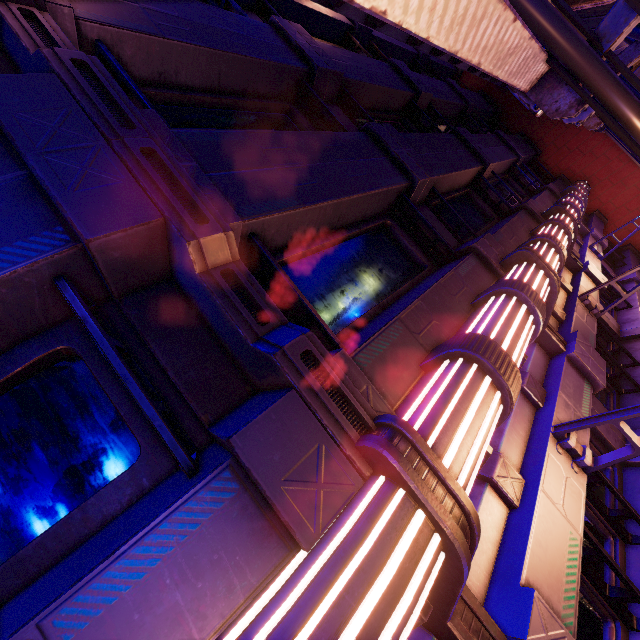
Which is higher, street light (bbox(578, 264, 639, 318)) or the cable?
the cable

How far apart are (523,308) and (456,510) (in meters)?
3.07

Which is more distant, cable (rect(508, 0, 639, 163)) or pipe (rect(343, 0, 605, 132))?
cable (rect(508, 0, 639, 163))

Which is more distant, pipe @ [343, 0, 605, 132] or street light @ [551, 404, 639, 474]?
street light @ [551, 404, 639, 474]

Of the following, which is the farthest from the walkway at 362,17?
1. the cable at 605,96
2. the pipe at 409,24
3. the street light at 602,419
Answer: the street light at 602,419

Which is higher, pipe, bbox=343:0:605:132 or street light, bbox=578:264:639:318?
pipe, bbox=343:0:605:132

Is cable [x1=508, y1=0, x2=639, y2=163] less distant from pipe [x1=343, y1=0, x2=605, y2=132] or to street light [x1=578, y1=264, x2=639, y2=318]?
pipe [x1=343, y1=0, x2=605, y2=132]

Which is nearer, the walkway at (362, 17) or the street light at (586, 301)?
the walkway at (362, 17)
